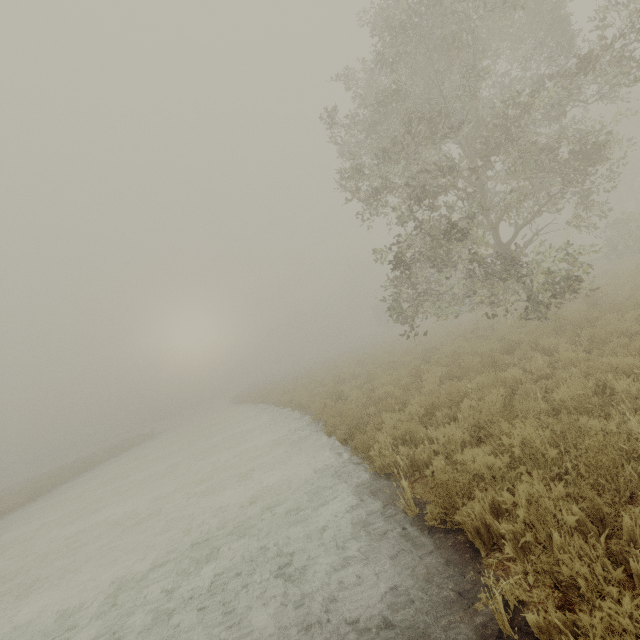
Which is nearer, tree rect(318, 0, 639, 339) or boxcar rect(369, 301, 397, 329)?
tree rect(318, 0, 639, 339)

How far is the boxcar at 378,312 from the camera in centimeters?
4894cm

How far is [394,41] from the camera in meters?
13.5

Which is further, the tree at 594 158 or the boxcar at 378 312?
the boxcar at 378 312

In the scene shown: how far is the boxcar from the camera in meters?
48.9 m
